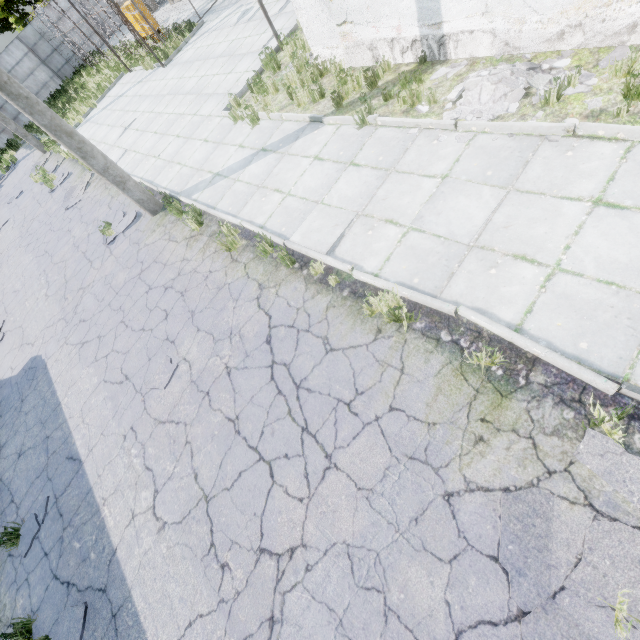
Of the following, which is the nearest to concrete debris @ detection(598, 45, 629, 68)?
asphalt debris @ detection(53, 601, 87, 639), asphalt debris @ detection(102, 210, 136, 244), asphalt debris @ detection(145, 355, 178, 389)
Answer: asphalt debris @ detection(145, 355, 178, 389)

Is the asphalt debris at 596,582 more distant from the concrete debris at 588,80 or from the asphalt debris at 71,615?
the asphalt debris at 71,615

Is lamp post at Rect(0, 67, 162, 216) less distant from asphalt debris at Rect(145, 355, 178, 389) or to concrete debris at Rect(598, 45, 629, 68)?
asphalt debris at Rect(145, 355, 178, 389)

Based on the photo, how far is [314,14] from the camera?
7.2m

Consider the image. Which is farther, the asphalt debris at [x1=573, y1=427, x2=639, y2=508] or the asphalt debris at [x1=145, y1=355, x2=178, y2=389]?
the asphalt debris at [x1=145, y1=355, x2=178, y2=389]

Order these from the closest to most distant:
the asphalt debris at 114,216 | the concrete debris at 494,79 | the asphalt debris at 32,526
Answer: the concrete debris at 494,79 < the asphalt debris at 32,526 < the asphalt debris at 114,216

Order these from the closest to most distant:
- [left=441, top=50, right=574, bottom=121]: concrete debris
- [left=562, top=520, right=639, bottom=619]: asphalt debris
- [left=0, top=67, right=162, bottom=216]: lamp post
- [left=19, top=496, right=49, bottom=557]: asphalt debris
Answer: [left=562, top=520, right=639, bottom=619]: asphalt debris
[left=441, top=50, right=574, bottom=121]: concrete debris
[left=19, top=496, right=49, bottom=557]: asphalt debris
[left=0, top=67, right=162, bottom=216]: lamp post

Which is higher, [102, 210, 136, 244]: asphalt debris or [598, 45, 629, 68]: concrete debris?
[102, 210, 136, 244]: asphalt debris
